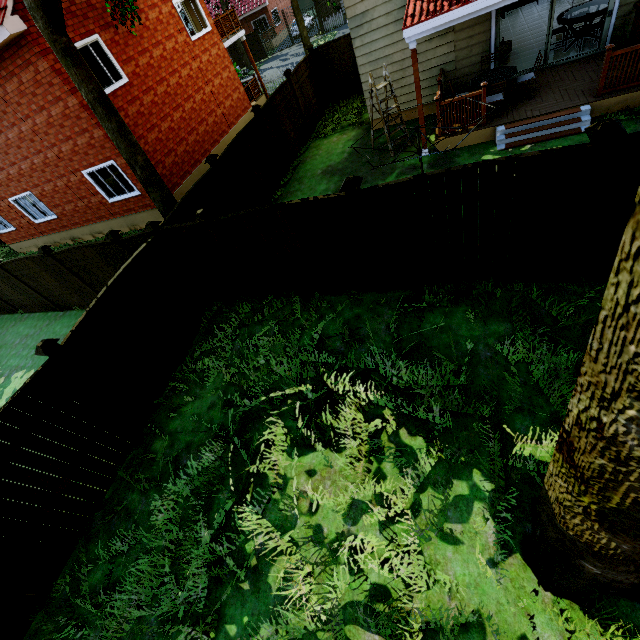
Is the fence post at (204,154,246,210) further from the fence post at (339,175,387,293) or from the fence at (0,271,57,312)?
the fence post at (339,175,387,293)

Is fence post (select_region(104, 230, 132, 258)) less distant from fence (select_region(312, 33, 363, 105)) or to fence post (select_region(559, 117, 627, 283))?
fence (select_region(312, 33, 363, 105))

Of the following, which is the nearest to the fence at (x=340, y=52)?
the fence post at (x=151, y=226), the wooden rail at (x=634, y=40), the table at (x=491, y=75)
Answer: the fence post at (x=151, y=226)

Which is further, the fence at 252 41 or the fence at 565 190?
the fence at 252 41

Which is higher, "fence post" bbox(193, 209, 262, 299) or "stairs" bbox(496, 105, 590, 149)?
"fence post" bbox(193, 209, 262, 299)

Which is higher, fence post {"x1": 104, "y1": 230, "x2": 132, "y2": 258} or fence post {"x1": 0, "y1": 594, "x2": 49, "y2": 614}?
fence post {"x1": 104, "y1": 230, "x2": 132, "y2": 258}

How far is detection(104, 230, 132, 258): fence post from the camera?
7.6 meters

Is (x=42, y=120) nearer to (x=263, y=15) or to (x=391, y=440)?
(x=391, y=440)
